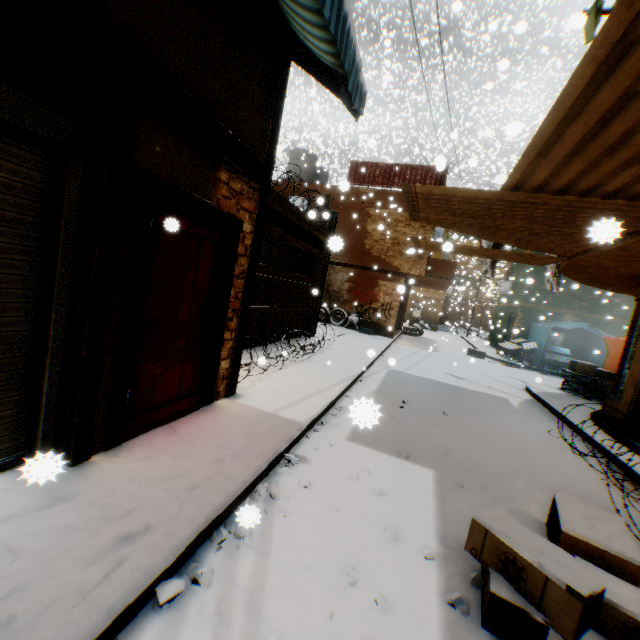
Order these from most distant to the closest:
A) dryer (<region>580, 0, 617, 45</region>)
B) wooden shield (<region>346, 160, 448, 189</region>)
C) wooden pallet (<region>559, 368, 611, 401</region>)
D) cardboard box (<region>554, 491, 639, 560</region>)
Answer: wooden shield (<region>346, 160, 448, 189</region>), wooden pallet (<region>559, 368, 611, 401</region>), dryer (<region>580, 0, 617, 45</region>), cardboard box (<region>554, 491, 639, 560</region>)

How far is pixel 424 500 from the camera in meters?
3.4

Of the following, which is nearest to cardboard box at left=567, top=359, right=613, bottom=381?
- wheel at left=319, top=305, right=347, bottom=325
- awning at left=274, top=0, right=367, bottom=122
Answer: wheel at left=319, top=305, right=347, bottom=325

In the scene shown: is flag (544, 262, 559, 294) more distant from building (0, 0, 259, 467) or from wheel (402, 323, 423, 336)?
wheel (402, 323, 423, 336)

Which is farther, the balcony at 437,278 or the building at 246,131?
the balcony at 437,278

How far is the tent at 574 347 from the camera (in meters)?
11.11

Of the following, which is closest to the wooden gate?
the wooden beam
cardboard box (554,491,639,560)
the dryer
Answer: the wooden beam

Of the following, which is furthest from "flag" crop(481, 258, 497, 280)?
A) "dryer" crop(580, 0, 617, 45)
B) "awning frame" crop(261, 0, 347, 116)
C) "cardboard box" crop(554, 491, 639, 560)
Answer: "cardboard box" crop(554, 491, 639, 560)
